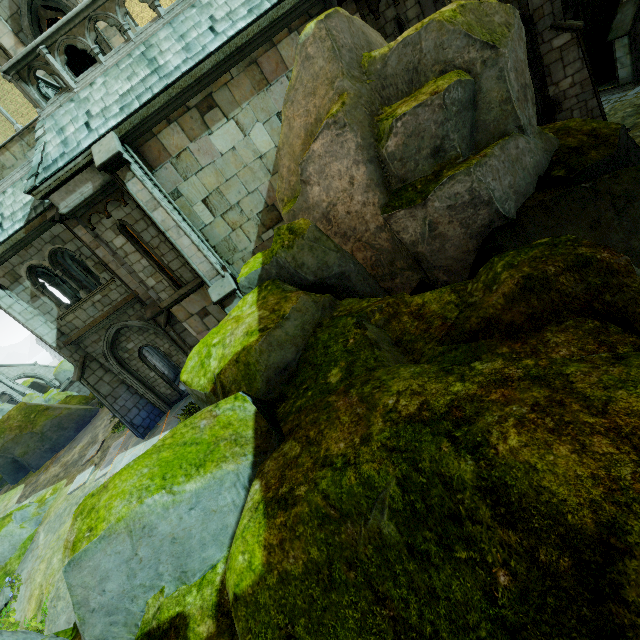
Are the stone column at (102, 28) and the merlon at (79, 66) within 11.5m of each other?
no

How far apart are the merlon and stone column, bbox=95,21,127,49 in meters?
12.9 m

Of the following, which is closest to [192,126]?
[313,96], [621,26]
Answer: [313,96]

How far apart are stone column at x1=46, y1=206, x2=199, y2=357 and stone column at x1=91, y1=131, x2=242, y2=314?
2.6 meters

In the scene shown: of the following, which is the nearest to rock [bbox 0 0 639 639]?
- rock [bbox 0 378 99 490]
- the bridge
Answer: rock [bbox 0 378 99 490]

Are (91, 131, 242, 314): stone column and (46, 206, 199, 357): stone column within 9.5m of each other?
yes

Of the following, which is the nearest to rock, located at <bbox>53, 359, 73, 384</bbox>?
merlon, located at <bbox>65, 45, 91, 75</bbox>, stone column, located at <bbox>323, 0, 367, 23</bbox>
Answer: merlon, located at <bbox>65, 45, 91, 75</bbox>

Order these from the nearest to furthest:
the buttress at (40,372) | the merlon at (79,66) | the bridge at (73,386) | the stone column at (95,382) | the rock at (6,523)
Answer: the stone column at (95,382) → the rock at (6,523) → the merlon at (79,66) → the bridge at (73,386) → the buttress at (40,372)
